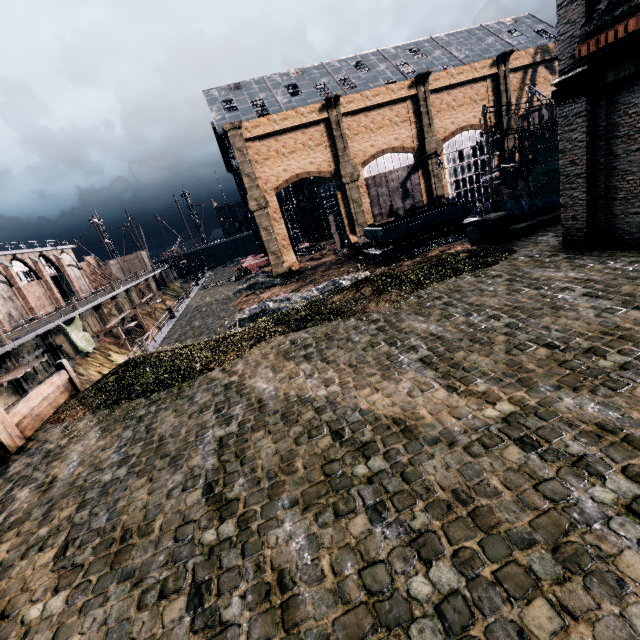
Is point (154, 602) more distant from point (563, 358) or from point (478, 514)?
point (563, 358)

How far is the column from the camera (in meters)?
18.45

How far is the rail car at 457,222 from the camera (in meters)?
33.22

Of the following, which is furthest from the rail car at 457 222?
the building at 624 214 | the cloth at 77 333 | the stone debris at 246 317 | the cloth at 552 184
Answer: the cloth at 77 333

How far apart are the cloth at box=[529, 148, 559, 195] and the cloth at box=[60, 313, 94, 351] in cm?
5132

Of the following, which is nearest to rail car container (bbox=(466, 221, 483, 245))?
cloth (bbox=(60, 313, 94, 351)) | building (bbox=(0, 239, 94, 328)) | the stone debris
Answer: the stone debris

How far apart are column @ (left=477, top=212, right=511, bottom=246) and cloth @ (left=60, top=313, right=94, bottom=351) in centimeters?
3816cm

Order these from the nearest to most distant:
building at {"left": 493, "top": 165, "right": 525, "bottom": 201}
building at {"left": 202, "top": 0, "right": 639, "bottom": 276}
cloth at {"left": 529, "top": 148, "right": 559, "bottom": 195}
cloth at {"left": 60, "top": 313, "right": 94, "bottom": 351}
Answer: building at {"left": 202, "top": 0, "right": 639, "bottom": 276} < cloth at {"left": 529, "top": 148, "right": 559, "bottom": 195} < cloth at {"left": 60, "top": 313, "right": 94, "bottom": 351} < building at {"left": 493, "top": 165, "right": 525, "bottom": 201}
